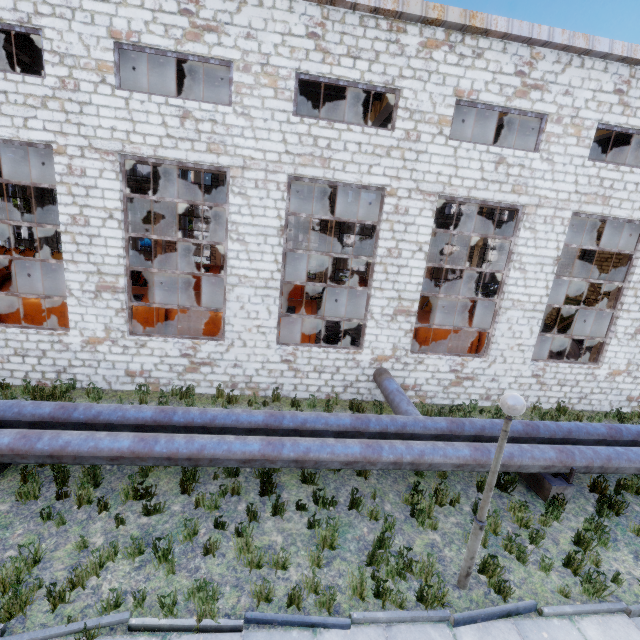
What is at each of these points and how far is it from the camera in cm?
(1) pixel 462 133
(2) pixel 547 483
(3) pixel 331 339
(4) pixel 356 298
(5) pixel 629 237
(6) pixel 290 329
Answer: (1) column beam, 1523
(2) pipe holder, 727
(3) wire roll, 1495
(4) cable machine, 2506
(5) column beam, 1172
(6) cable machine, 1319

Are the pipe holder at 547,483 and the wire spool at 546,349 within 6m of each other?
no

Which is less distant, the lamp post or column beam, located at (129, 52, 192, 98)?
the lamp post

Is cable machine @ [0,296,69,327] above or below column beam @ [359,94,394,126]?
below

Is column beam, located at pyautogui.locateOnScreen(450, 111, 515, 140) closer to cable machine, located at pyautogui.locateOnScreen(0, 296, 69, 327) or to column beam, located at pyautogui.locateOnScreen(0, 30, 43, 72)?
cable machine, located at pyautogui.locateOnScreen(0, 296, 69, 327)

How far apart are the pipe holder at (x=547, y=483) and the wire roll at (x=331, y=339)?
7.57m

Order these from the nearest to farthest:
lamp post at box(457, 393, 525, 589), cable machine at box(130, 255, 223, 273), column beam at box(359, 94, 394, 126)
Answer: lamp post at box(457, 393, 525, 589) < column beam at box(359, 94, 394, 126) < cable machine at box(130, 255, 223, 273)

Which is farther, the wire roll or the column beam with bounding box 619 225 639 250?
the wire roll
